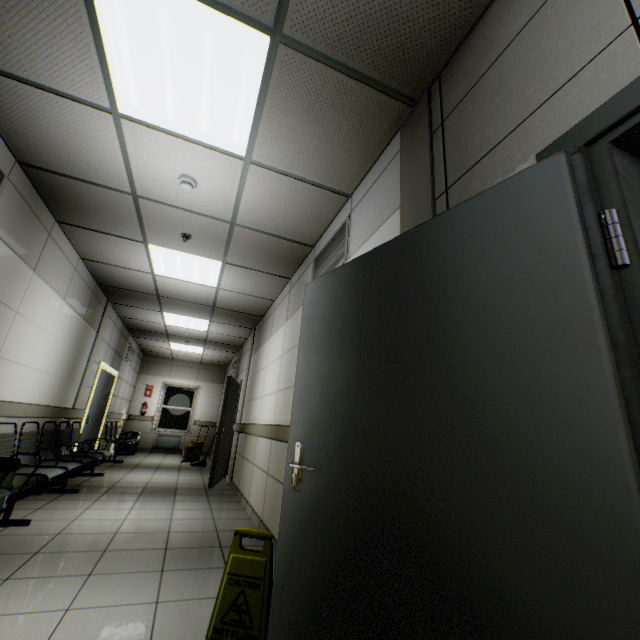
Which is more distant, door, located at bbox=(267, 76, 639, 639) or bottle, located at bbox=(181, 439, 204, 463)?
bottle, located at bbox=(181, 439, 204, 463)

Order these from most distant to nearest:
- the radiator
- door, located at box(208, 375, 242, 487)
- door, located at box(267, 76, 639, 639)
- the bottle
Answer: the radiator → the bottle → door, located at box(208, 375, 242, 487) → door, located at box(267, 76, 639, 639)

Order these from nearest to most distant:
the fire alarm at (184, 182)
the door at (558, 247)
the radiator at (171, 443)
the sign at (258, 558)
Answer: the door at (558, 247) → the sign at (258, 558) → the fire alarm at (184, 182) → the radiator at (171, 443)

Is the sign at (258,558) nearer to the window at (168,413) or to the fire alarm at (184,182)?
the fire alarm at (184,182)

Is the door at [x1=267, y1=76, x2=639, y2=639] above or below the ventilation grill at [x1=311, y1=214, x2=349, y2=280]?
below

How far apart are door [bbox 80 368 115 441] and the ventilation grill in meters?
5.8 m

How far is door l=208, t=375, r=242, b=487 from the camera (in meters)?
5.96

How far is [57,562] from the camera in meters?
2.5
